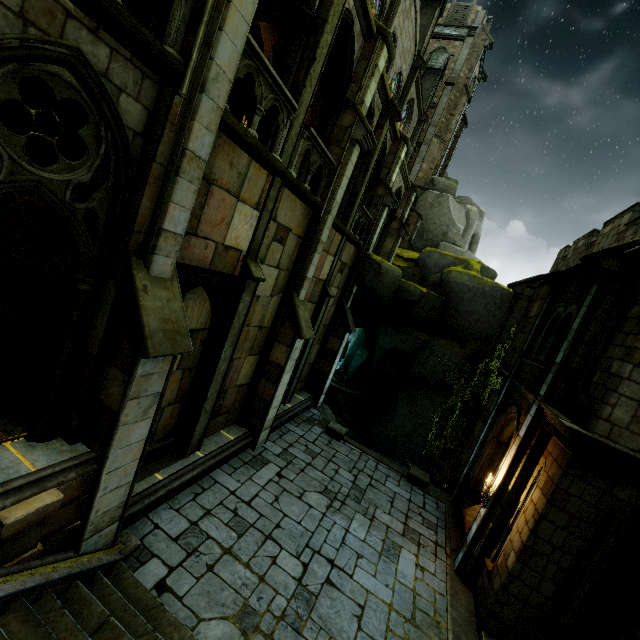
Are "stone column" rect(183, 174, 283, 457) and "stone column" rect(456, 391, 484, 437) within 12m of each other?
no

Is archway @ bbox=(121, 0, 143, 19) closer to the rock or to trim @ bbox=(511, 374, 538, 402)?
the rock

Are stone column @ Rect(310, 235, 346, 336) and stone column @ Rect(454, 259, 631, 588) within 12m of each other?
yes

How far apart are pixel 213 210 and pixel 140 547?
7.23m

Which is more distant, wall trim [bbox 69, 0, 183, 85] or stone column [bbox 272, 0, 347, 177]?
stone column [bbox 272, 0, 347, 177]

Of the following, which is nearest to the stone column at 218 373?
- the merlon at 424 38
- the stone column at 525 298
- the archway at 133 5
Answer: the archway at 133 5

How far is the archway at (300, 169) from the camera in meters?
14.0 m

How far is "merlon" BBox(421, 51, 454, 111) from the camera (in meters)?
26.11
